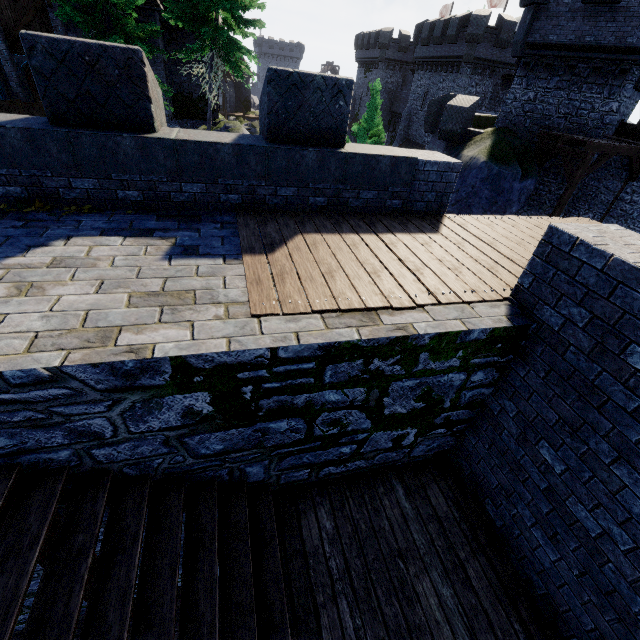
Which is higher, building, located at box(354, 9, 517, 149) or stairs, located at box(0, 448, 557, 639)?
building, located at box(354, 9, 517, 149)

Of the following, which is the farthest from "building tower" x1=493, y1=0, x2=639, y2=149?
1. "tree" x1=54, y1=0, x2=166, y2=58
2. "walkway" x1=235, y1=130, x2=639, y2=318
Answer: "tree" x1=54, y1=0, x2=166, y2=58

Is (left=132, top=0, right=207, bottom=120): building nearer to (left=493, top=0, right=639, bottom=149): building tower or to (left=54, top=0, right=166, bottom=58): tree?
(left=54, top=0, right=166, bottom=58): tree

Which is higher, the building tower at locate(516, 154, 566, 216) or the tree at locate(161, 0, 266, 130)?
the tree at locate(161, 0, 266, 130)

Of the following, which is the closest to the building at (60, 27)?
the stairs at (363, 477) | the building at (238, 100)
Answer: the building at (238, 100)

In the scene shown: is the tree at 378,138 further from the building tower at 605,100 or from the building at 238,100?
the building at 238,100

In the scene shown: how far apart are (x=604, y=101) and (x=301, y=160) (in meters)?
17.59

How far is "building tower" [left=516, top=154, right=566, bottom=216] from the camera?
16.4m
